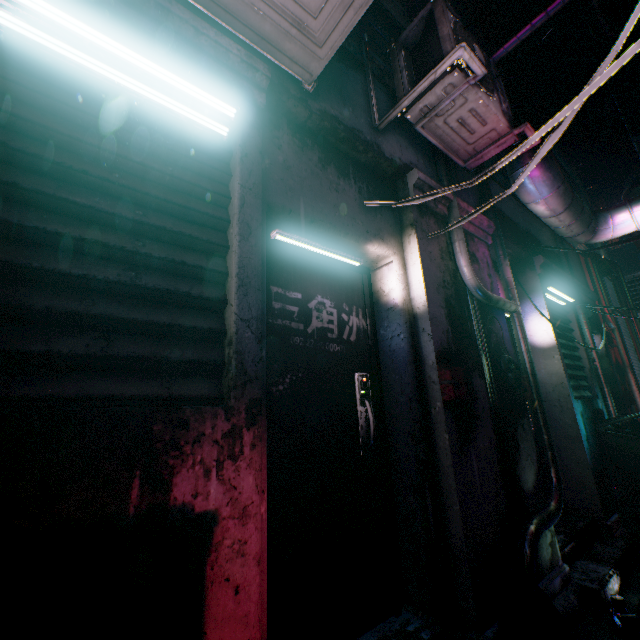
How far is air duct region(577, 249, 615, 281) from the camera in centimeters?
584cm

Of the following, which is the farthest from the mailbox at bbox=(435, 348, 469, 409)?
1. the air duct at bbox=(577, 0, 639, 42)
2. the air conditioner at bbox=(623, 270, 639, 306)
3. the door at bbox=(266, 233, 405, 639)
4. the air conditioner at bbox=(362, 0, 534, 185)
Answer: the air conditioner at bbox=(623, 270, 639, 306)

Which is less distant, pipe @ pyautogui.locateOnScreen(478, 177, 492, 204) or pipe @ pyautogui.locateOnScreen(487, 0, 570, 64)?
pipe @ pyautogui.locateOnScreen(487, 0, 570, 64)

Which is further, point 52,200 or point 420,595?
point 420,595

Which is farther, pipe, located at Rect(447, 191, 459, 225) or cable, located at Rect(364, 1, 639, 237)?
pipe, located at Rect(447, 191, 459, 225)

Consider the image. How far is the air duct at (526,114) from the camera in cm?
272

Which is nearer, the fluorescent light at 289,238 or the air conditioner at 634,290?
the fluorescent light at 289,238

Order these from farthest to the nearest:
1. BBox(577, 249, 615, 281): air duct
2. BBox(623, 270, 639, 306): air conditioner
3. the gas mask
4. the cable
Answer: BBox(623, 270, 639, 306): air conditioner, BBox(577, 249, 615, 281): air duct, the gas mask, the cable
